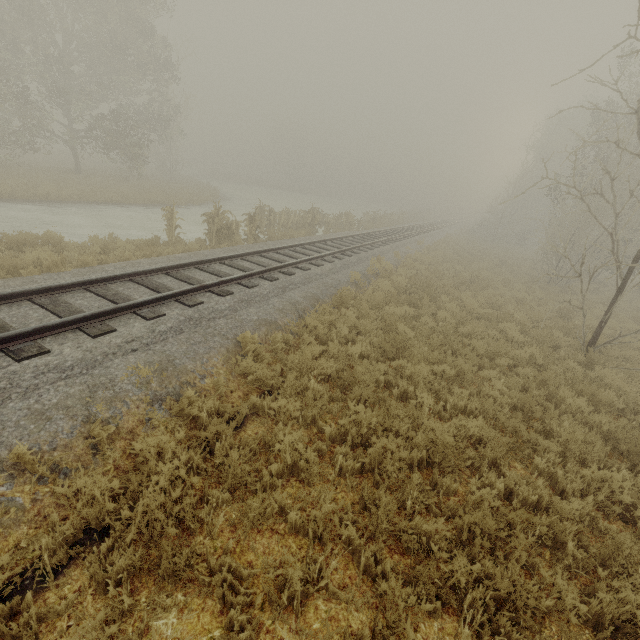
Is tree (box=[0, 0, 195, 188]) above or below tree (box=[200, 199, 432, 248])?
above

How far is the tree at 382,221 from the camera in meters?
13.7 m

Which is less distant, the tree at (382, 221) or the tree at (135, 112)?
the tree at (382, 221)

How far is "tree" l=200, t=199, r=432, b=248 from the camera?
13.7m

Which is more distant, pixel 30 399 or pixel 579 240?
pixel 579 240

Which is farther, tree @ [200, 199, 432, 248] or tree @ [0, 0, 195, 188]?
tree @ [0, 0, 195, 188]
